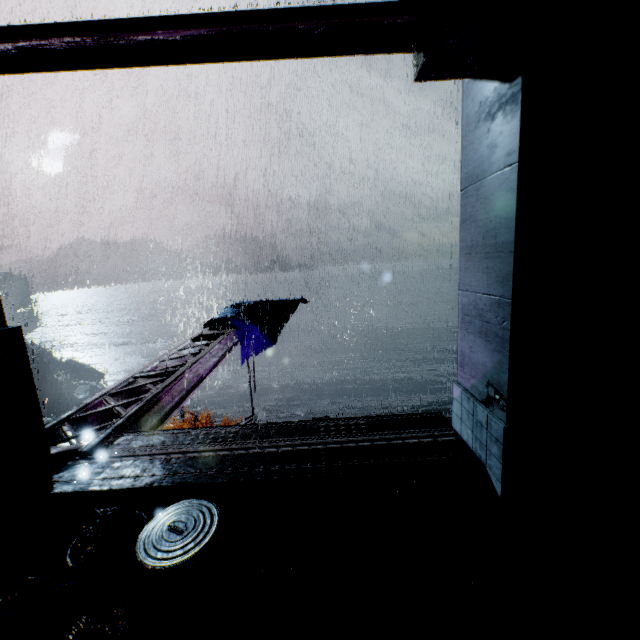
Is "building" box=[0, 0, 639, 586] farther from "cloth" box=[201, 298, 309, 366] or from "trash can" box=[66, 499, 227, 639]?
"cloth" box=[201, 298, 309, 366]

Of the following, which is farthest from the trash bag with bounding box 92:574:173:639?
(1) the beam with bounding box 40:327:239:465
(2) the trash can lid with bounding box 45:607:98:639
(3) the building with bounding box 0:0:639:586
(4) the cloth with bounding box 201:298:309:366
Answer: (4) the cloth with bounding box 201:298:309:366

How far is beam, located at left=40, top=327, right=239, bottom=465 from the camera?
5.02m

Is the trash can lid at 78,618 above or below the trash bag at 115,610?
below

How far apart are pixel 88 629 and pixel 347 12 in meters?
6.4 m

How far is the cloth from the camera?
13.07m

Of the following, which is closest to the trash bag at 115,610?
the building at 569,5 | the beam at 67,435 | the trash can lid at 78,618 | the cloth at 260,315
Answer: the trash can lid at 78,618

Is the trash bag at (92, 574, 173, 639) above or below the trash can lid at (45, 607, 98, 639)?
above
